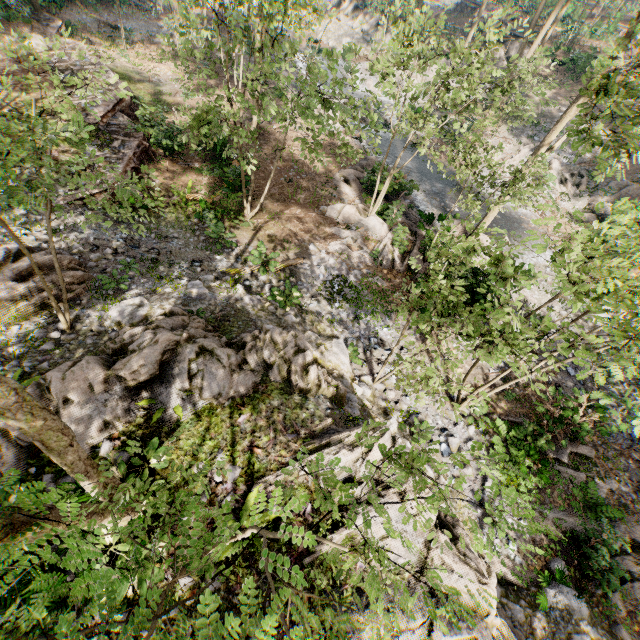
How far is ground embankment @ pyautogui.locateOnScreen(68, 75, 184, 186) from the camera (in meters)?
14.65

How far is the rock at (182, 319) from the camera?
6.7 meters

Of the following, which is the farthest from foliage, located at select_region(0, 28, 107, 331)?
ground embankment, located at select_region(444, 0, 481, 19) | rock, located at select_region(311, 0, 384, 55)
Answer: ground embankment, located at select_region(444, 0, 481, 19)

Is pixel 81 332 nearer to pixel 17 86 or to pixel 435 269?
pixel 435 269

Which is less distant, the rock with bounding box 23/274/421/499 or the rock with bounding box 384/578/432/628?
the rock with bounding box 384/578/432/628

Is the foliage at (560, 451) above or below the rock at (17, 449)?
below

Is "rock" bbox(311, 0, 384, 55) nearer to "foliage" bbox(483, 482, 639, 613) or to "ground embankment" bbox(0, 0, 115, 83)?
"foliage" bbox(483, 482, 639, 613)

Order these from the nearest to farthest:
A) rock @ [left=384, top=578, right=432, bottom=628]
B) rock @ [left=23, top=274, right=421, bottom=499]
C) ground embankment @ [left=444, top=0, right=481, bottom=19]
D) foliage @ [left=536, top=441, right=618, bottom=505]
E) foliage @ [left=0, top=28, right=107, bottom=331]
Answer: foliage @ [left=0, top=28, right=107, bottom=331]
rock @ [left=384, top=578, right=432, bottom=628]
rock @ [left=23, top=274, right=421, bottom=499]
foliage @ [left=536, top=441, right=618, bottom=505]
ground embankment @ [left=444, top=0, right=481, bottom=19]
